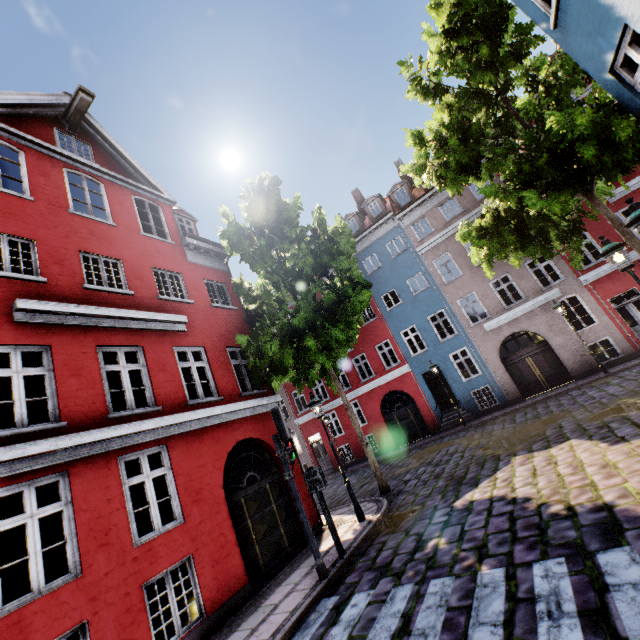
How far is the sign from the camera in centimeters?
752cm

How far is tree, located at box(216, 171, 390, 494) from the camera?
10.3m

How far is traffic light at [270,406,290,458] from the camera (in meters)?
7.23

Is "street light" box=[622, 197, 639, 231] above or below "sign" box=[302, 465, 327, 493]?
above

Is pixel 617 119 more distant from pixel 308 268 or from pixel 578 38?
pixel 308 268

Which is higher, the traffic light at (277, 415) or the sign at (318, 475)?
the traffic light at (277, 415)

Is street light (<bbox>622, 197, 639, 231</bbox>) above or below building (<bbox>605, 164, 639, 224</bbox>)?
below

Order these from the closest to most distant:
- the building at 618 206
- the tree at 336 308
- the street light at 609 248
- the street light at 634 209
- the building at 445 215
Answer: the street light at 634 209
the street light at 609 248
the tree at 336 308
the building at 618 206
the building at 445 215
